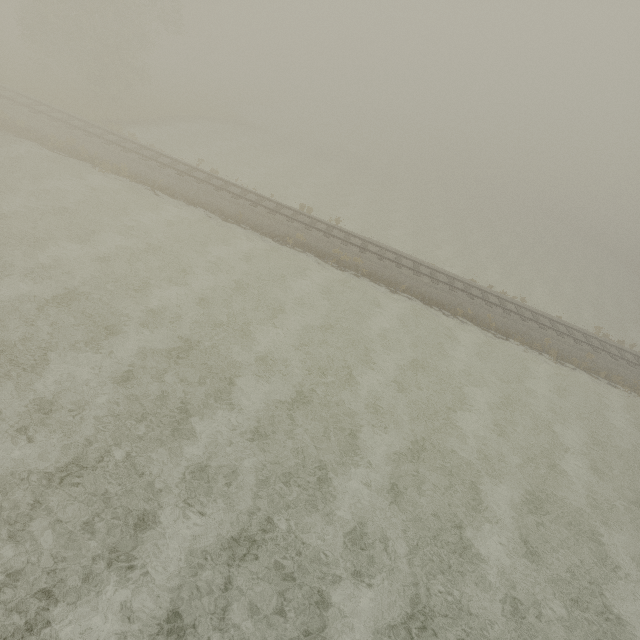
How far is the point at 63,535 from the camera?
7.8m
